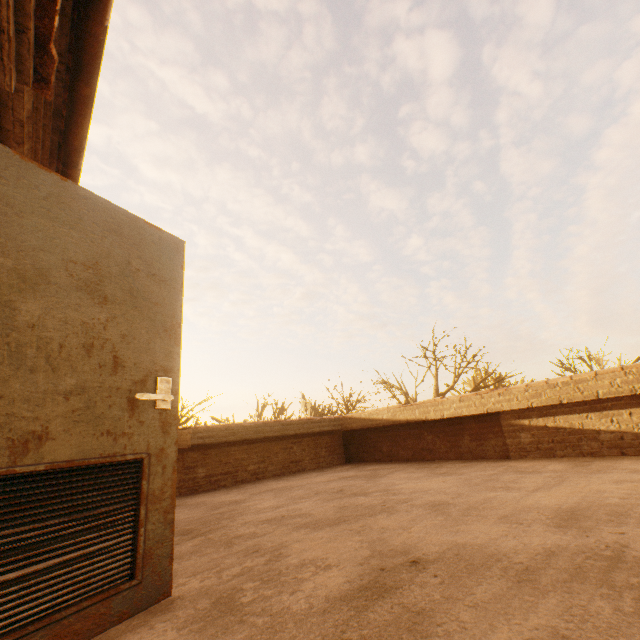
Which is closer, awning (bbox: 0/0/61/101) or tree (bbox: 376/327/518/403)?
awning (bbox: 0/0/61/101)

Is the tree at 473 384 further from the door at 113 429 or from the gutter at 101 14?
the door at 113 429

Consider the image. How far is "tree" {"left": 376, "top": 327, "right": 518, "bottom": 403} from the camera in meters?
16.2 m

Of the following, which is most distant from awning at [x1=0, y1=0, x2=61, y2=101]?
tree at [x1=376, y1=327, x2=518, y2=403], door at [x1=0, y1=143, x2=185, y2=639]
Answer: tree at [x1=376, y1=327, x2=518, y2=403]

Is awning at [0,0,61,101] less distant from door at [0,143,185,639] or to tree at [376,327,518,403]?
door at [0,143,185,639]

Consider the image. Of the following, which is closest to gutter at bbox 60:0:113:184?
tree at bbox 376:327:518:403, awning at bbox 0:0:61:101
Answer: awning at bbox 0:0:61:101

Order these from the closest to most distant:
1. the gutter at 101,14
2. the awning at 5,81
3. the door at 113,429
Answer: the door at 113,429 < the awning at 5,81 < the gutter at 101,14

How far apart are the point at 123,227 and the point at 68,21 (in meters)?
2.73
